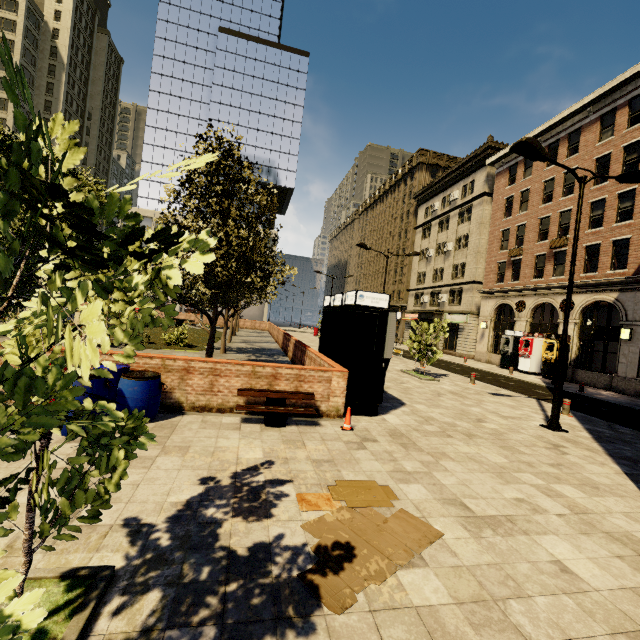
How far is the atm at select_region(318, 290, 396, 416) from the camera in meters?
8.5

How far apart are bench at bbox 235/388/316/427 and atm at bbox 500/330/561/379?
22.6 meters

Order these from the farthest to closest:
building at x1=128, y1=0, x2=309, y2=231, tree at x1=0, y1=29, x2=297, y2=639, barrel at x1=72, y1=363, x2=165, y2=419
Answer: building at x1=128, y1=0, x2=309, y2=231 < barrel at x1=72, y1=363, x2=165, y2=419 < tree at x1=0, y1=29, x2=297, y2=639

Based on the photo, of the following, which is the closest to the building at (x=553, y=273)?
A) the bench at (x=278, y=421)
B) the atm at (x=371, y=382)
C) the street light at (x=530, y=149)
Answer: the street light at (x=530, y=149)

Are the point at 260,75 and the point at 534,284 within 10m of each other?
no

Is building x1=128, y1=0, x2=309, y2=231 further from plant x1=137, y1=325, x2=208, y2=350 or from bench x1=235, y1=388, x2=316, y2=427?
plant x1=137, y1=325, x2=208, y2=350

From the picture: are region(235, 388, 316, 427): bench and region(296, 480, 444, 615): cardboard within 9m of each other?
yes

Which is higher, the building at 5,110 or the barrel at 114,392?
the building at 5,110
